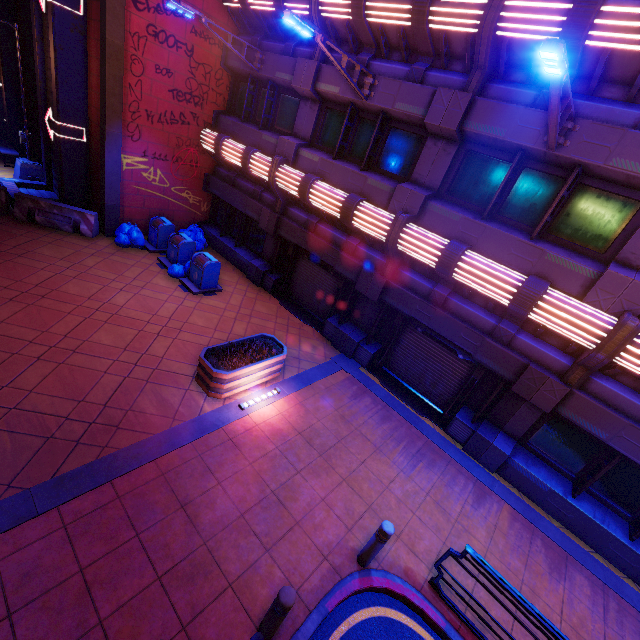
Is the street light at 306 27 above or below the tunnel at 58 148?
above

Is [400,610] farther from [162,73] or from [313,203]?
[162,73]

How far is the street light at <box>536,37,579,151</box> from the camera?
3.9m

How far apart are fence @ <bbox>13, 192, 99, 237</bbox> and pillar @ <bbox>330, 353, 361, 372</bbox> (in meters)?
9.96

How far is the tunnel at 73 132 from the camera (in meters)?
11.69

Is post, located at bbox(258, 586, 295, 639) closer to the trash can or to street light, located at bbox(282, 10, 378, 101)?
street light, located at bbox(282, 10, 378, 101)

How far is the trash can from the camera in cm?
1107

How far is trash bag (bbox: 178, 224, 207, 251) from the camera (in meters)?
13.96
